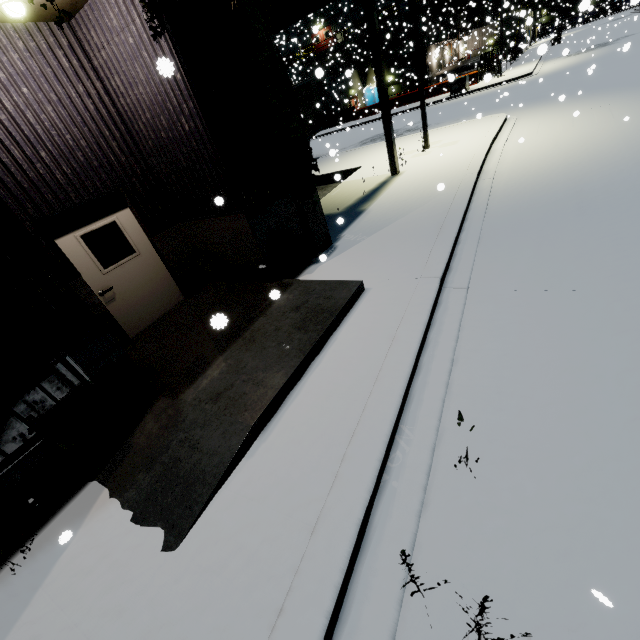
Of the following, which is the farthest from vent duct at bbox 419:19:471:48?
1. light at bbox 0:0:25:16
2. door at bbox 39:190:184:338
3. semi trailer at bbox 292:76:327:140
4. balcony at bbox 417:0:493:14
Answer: light at bbox 0:0:25:16

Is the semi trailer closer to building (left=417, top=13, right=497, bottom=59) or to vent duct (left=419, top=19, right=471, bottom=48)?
building (left=417, top=13, right=497, bottom=59)

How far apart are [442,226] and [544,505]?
5.6m

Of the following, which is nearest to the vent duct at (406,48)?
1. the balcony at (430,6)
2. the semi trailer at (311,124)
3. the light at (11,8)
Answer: the balcony at (430,6)

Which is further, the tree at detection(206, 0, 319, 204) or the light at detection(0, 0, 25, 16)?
the tree at detection(206, 0, 319, 204)

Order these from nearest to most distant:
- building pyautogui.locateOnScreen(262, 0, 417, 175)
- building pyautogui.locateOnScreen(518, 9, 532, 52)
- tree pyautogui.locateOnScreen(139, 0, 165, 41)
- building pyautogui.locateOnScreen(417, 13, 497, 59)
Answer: tree pyautogui.locateOnScreen(139, 0, 165, 41), building pyautogui.locateOnScreen(518, 9, 532, 52), building pyautogui.locateOnScreen(262, 0, 417, 175), building pyautogui.locateOnScreen(417, 13, 497, 59)

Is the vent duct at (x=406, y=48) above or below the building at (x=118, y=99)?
above

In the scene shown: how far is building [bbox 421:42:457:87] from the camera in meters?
36.9
